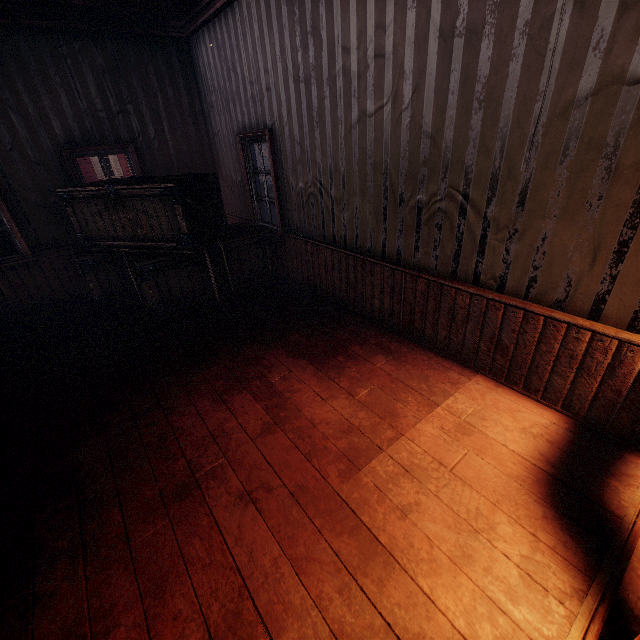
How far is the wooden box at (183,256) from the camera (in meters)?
4.21

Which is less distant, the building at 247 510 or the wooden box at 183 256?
the building at 247 510

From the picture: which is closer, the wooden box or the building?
the building

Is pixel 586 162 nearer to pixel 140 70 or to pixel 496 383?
pixel 496 383

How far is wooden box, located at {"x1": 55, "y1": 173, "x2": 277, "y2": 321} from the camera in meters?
4.2
